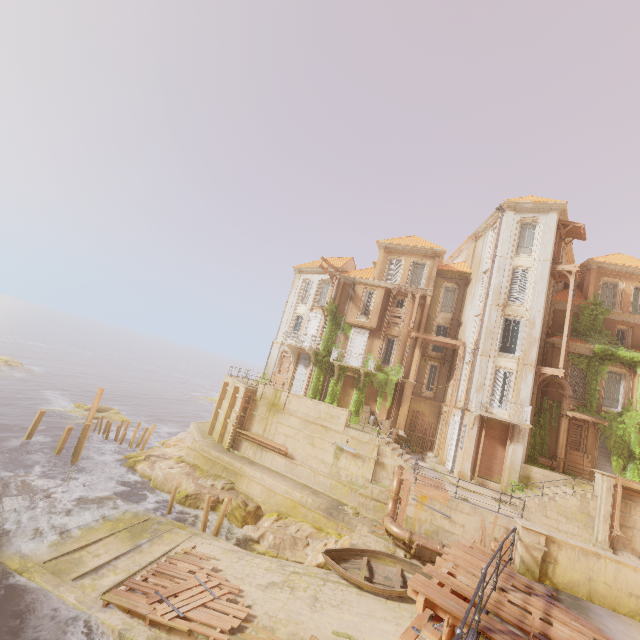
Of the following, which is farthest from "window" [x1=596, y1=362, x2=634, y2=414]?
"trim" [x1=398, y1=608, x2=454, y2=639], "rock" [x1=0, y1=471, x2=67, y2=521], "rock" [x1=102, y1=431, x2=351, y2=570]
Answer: "rock" [x1=0, y1=471, x2=67, y2=521]

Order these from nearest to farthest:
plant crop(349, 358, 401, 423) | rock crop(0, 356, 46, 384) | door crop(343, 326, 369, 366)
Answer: plant crop(349, 358, 401, 423) → door crop(343, 326, 369, 366) → rock crop(0, 356, 46, 384)

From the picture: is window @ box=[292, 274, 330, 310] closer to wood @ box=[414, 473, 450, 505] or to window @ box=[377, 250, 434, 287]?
window @ box=[377, 250, 434, 287]

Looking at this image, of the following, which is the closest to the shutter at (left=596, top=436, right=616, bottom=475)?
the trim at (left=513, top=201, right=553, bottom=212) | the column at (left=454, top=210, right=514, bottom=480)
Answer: the column at (left=454, top=210, right=514, bottom=480)

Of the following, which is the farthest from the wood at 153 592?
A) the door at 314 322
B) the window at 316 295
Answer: the window at 316 295

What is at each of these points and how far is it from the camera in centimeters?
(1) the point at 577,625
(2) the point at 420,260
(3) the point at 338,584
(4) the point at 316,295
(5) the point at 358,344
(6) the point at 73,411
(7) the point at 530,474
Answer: (1) wood, 631cm
(2) window, 2989cm
(3) walkway, 1445cm
(4) window, 3259cm
(5) door, 2939cm
(6) rock, 3362cm
(7) building, 2014cm

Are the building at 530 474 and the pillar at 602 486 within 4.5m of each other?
yes

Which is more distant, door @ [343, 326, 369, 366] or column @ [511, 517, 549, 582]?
door @ [343, 326, 369, 366]
